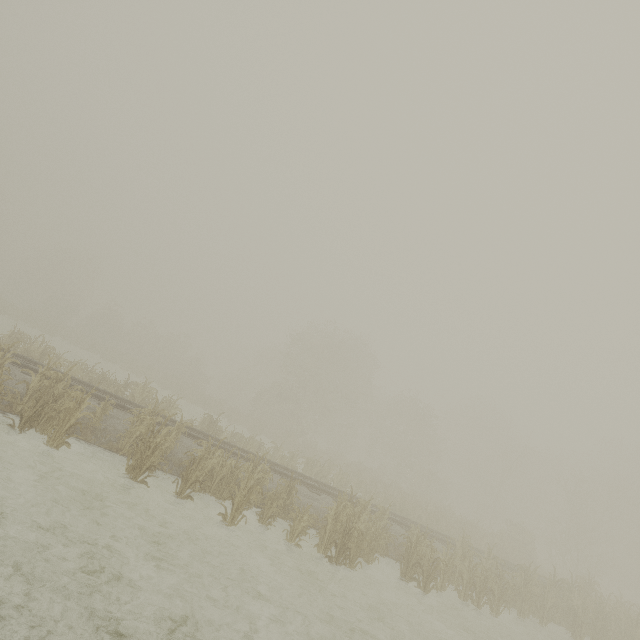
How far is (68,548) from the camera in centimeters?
529cm
